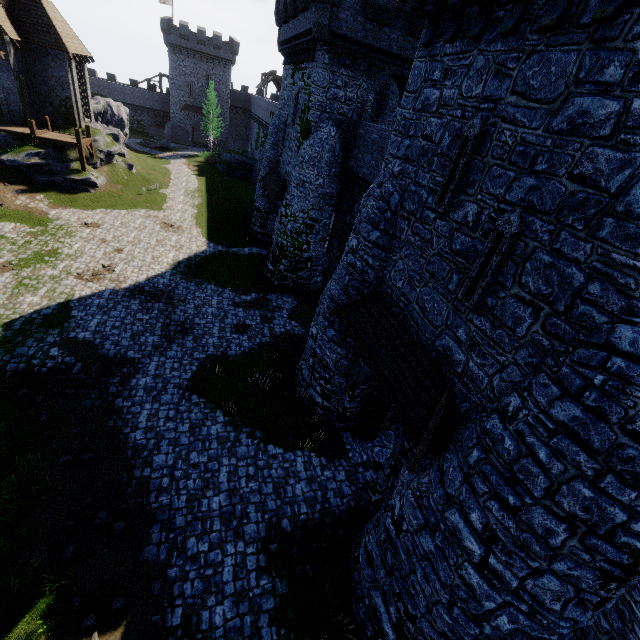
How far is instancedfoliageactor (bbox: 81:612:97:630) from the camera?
7.45m

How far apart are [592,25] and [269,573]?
13.74m

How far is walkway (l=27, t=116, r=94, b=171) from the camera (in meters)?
25.30

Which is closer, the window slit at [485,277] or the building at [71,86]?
the window slit at [485,277]

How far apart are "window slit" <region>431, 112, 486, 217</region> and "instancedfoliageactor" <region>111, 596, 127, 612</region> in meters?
12.3

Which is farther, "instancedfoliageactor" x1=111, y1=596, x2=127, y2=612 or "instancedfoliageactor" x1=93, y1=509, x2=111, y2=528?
"instancedfoliageactor" x1=93, y1=509, x2=111, y2=528

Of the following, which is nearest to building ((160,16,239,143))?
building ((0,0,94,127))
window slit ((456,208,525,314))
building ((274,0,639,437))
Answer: building ((0,0,94,127))

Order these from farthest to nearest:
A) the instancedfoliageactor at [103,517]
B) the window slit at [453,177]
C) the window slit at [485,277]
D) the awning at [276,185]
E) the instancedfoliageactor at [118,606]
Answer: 1. the awning at [276,185]
2. the instancedfoliageactor at [103,517]
3. the instancedfoliageactor at [118,606]
4. the window slit at [453,177]
5. the window slit at [485,277]
